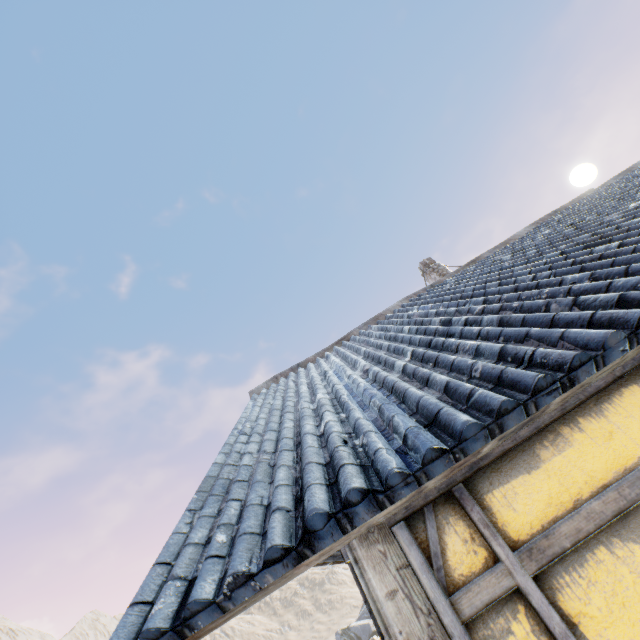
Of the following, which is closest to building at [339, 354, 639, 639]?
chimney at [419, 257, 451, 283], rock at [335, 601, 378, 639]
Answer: chimney at [419, 257, 451, 283]

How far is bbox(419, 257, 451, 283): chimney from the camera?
10.24m

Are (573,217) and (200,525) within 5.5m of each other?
no

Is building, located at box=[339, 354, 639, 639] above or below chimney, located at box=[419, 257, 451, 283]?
below

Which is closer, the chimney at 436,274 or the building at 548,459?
the building at 548,459

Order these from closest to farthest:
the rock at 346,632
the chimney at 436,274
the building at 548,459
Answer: the building at 548,459 → the chimney at 436,274 → the rock at 346,632

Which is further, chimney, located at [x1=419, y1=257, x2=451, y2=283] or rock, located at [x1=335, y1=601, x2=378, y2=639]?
rock, located at [x1=335, y1=601, x2=378, y2=639]
